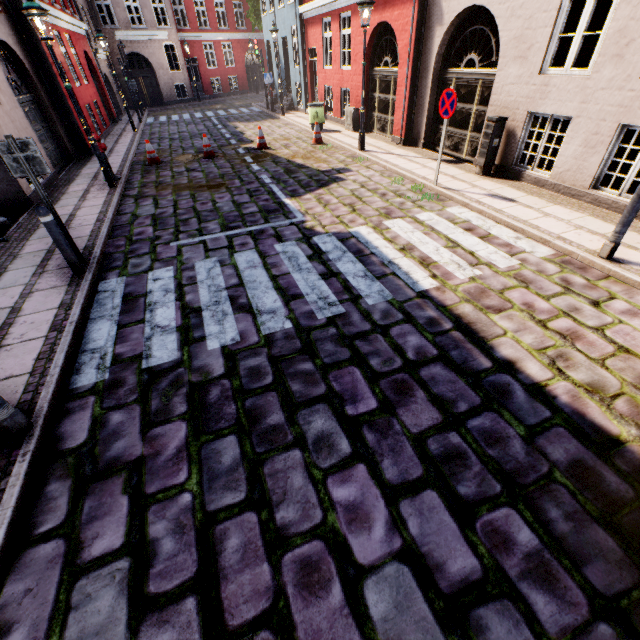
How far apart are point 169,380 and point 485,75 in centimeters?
1025cm

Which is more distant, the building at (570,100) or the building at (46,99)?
the building at (46,99)

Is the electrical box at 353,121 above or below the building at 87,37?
below

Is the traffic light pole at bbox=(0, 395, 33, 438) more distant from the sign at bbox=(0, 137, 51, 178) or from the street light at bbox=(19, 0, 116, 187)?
the street light at bbox=(19, 0, 116, 187)

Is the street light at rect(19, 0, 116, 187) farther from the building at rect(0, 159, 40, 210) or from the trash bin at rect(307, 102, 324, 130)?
the trash bin at rect(307, 102, 324, 130)

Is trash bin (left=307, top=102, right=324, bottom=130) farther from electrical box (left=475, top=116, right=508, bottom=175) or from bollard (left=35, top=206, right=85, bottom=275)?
bollard (left=35, top=206, right=85, bottom=275)

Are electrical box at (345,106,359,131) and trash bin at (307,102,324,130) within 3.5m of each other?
yes

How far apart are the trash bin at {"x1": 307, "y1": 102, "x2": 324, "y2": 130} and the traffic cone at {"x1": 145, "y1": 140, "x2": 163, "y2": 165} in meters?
6.5
